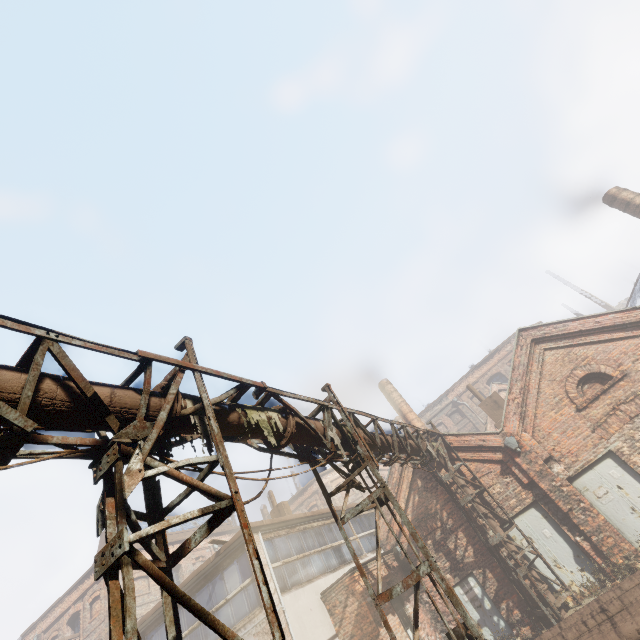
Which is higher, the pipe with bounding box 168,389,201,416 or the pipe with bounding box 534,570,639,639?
the pipe with bounding box 168,389,201,416

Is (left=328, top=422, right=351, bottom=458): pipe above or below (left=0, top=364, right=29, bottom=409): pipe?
below

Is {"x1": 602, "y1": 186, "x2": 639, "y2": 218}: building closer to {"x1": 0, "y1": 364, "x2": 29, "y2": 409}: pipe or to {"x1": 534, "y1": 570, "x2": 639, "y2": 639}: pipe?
{"x1": 0, "y1": 364, "x2": 29, "y2": 409}: pipe

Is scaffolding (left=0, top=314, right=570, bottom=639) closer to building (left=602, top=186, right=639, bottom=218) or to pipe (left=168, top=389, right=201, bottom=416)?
pipe (left=168, top=389, right=201, bottom=416)

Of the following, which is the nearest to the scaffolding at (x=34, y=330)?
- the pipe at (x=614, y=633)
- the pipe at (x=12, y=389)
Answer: the pipe at (x=12, y=389)

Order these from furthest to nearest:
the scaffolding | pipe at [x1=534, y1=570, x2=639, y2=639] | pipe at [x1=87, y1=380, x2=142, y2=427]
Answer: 1. pipe at [x1=534, y1=570, x2=639, y2=639]
2. pipe at [x1=87, y1=380, x2=142, y2=427]
3. the scaffolding

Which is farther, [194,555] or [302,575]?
[194,555]

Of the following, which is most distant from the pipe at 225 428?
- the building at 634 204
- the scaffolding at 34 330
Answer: the building at 634 204
